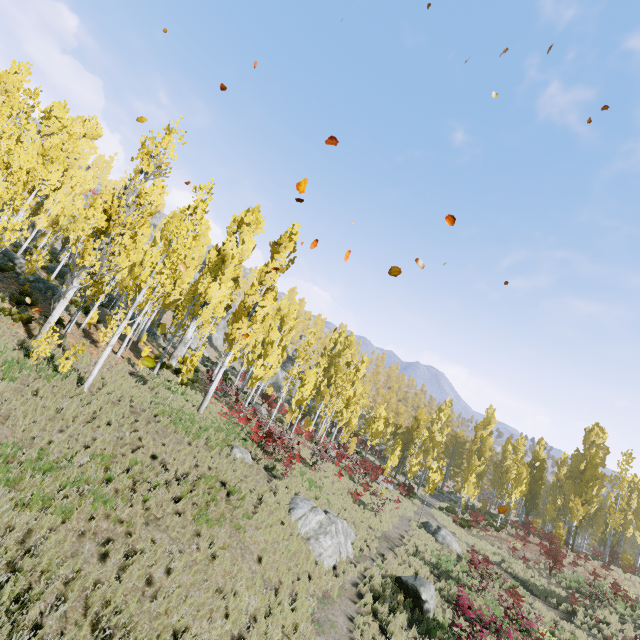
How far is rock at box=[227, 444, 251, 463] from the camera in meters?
14.8 m

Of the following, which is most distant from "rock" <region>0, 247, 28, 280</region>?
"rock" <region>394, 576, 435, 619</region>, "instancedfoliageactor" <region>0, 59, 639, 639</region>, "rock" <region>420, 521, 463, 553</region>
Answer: "rock" <region>420, 521, 463, 553</region>

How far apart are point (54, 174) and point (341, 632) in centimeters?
4024cm

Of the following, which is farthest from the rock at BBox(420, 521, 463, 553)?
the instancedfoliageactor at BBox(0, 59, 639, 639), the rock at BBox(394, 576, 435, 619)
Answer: the rock at BBox(394, 576, 435, 619)

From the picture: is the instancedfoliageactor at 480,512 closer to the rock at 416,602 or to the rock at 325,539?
the rock at 325,539

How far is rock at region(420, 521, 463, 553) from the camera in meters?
21.8 m

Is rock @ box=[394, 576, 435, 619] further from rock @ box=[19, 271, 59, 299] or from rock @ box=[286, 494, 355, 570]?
rock @ box=[286, 494, 355, 570]

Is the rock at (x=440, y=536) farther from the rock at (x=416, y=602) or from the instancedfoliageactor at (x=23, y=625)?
the rock at (x=416, y=602)
